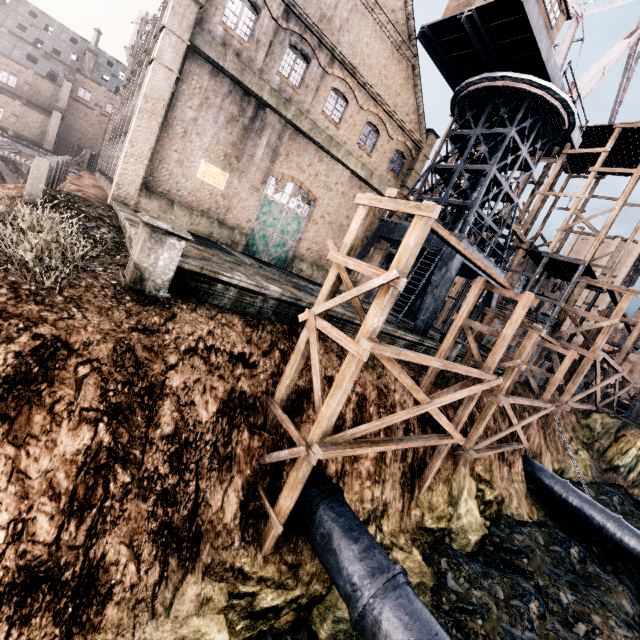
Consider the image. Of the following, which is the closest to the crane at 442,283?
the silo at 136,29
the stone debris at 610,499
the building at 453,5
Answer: the building at 453,5

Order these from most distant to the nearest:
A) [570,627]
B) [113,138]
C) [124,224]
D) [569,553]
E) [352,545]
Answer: [113,138]
[569,553]
[570,627]
[124,224]
[352,545]

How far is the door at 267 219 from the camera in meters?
22.8 m

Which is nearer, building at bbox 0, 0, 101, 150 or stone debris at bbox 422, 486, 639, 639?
stone debris at bbox 422, 486, 639, 639

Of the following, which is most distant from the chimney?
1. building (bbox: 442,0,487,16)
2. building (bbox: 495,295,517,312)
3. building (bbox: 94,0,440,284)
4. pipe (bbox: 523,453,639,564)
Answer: pipe (bbox: 523,453,639,564)

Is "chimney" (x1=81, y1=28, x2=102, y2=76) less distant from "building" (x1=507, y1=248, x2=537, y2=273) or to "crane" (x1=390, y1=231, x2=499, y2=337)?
"building" (x1=507, y1=248, x2=537, y2=273)

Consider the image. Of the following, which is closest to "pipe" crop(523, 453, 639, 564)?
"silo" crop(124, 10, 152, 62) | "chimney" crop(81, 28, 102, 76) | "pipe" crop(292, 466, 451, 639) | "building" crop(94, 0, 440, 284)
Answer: "building" crop(94, 0, 440, 284)

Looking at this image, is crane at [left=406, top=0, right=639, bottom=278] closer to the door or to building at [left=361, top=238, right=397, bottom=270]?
building at [left=361, top=238, right=397, bottom=270]
